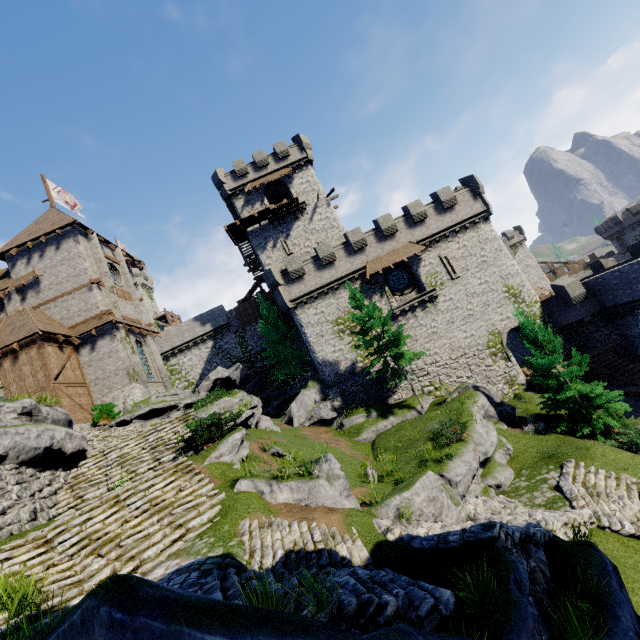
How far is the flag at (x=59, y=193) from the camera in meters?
30.4

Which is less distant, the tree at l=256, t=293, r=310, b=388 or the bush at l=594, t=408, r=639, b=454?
the bush at l=594, t=408, r=639, b=454

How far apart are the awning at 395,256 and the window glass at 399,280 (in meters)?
1.32

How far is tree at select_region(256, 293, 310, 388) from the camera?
33.5m

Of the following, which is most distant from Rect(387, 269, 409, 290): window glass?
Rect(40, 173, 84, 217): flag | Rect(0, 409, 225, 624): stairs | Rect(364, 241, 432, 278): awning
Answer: Rect(40, 173, 84, 217): flag

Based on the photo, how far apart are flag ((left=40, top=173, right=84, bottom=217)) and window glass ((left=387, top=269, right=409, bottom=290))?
31.5 meters

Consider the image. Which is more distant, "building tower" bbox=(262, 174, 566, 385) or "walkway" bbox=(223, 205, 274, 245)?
"walkway" bbox=(223, 205, 274, 245)

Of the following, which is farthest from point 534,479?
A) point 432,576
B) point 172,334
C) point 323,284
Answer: point 172,334
